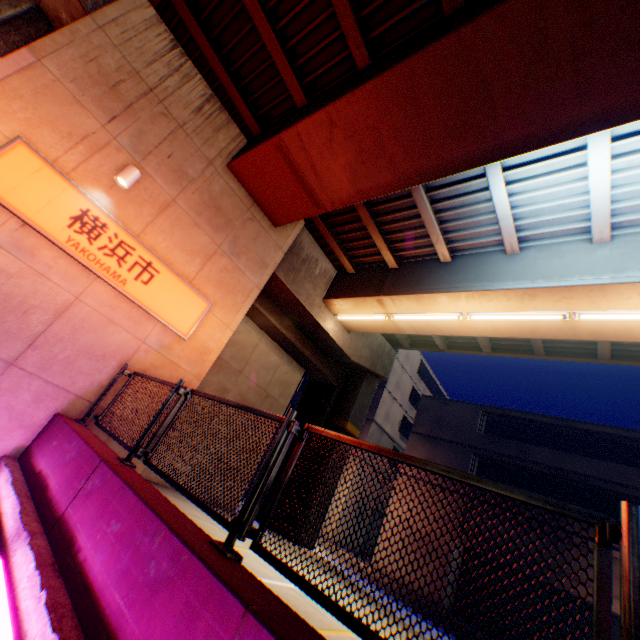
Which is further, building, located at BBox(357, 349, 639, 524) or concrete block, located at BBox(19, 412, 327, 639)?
building, located at BBox(357, 349, 639, 524)

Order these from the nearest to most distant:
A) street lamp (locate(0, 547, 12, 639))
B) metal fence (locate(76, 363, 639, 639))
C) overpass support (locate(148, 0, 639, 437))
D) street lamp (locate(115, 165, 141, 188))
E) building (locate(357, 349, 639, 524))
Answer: metal fence (locate(76, 363, 639, 639))
street lamp (locate(0, 547, 12, 639))
overpass support (locate(148, 0, 639, 437))
street lamp (locate(115, 165, 141, 188))
building (locate(357, 349, 639, 524))

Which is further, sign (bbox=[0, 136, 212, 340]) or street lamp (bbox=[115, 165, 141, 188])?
street lamp (bbox=[115, 165, 141, 188])

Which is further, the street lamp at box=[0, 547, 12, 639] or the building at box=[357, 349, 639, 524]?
the building at box=[357, 349, 639, 524]

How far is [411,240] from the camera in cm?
991

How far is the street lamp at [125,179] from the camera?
6.36m

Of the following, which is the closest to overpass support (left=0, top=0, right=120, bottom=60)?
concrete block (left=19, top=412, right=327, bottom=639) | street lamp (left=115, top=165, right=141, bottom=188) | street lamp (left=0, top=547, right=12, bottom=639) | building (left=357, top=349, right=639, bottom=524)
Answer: street lamp (left=115, top=165, right=141, bottom=188)

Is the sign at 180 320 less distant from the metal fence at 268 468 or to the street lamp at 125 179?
the street lamp at 125 179
